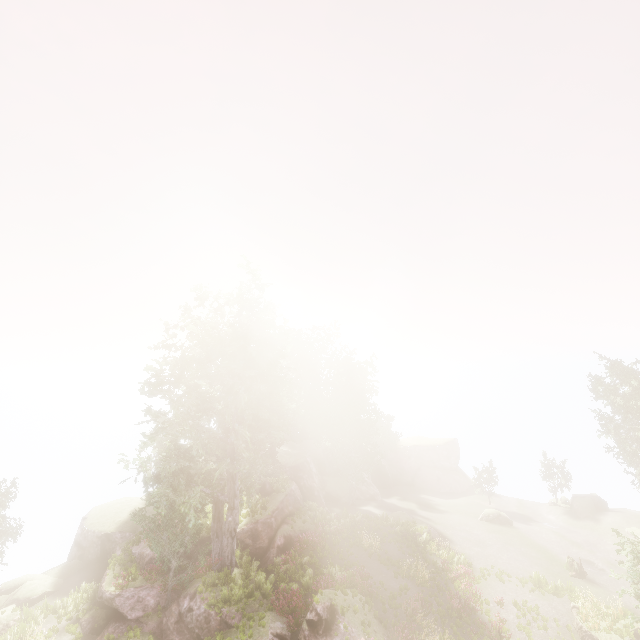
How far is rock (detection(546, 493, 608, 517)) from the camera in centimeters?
3434cm

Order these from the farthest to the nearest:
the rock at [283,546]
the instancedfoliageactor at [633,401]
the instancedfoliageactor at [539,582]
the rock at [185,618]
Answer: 1. the instancedfoliageactor at [633,401]
2. the rock at [283,546]
3. the rock at [185,618]
4. the instancedfoliageactor at [539,582]

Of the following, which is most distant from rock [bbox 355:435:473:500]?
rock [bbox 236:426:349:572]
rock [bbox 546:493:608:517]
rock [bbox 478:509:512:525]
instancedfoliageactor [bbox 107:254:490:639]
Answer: rock [bbox 546:493:608:517]

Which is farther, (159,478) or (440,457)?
(440,457)

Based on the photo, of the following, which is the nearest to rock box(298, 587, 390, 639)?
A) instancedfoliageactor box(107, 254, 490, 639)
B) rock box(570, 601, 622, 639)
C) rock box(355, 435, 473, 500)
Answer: instancedfoliageactor box(107, 254, 490, 639)

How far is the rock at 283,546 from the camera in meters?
24.7 m

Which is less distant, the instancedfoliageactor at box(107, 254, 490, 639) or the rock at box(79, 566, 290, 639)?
the rock at box(79, 566, 290, 639)
